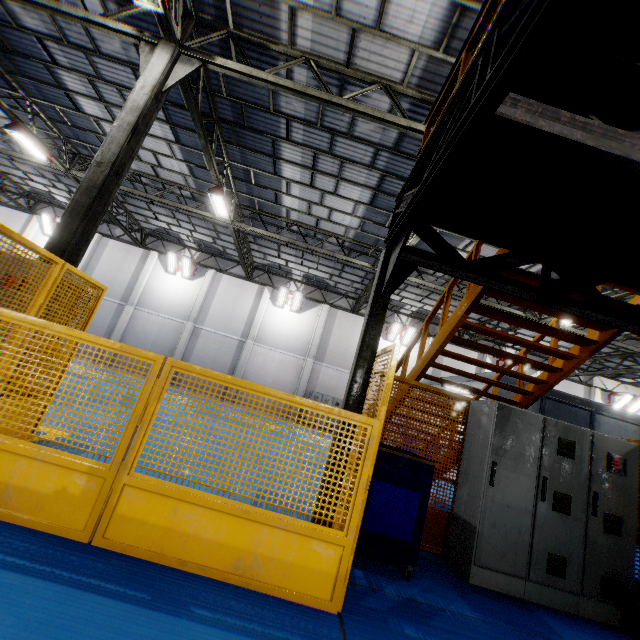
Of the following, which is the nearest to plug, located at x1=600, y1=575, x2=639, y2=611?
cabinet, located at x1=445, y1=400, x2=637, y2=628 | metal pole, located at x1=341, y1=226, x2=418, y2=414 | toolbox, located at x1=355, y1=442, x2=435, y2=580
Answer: cabinet, located at x1=445, y1=400, x2=637, y2=628

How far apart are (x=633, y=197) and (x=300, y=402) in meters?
3.7 m

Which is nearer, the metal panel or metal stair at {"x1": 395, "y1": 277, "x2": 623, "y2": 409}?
the metal panel

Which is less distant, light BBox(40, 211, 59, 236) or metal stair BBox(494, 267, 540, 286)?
metal stair BBox(494, 267, 540, 286)

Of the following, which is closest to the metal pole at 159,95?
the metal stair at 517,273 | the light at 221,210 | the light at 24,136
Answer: the light at 221,210

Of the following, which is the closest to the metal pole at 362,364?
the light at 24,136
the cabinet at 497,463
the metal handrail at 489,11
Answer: the metal handrail at 489,11

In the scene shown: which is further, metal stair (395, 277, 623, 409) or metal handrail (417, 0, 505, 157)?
metal stair (395, 277, 623, 409)

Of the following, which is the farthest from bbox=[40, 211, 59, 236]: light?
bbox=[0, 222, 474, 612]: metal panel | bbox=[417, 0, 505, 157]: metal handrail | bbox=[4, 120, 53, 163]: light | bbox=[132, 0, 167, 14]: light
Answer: bbox=[132, 0, 167, 14]: light
